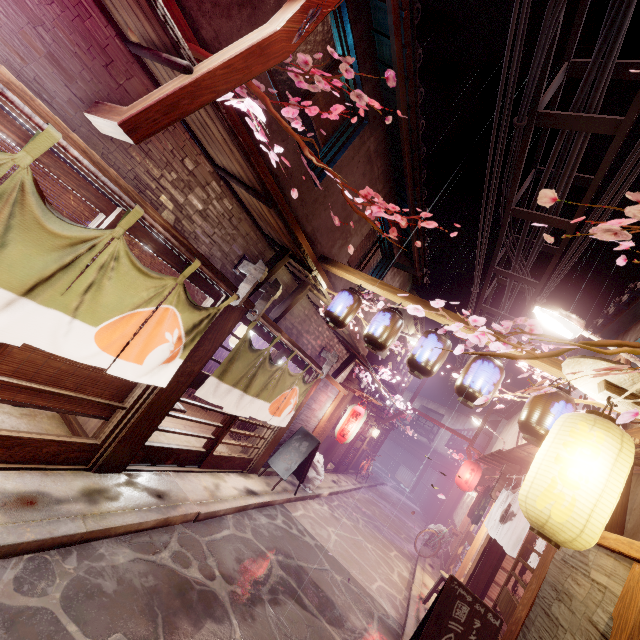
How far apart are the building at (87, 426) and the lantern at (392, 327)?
7.0m

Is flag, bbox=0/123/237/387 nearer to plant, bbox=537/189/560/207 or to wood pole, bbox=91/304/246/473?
wood pole, bbox=91/304/246/473

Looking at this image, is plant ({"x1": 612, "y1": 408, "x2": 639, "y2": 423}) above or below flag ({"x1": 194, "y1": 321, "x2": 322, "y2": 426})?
above

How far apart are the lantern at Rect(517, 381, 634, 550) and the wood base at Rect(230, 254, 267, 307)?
6.8 meters

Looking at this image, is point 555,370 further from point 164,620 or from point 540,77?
point 164,620

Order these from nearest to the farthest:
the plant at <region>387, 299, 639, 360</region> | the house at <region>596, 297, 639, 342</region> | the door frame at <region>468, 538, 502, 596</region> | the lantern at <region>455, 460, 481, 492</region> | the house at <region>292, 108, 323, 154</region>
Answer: the plant at <region>387, 299, 639, 360</region>, the house at <region>292, 108, 323, 154</region>, the house at <region>596, 297, 639, 342</region>, the door frame at <region>468, 538, 502, 596</region>, the lantern at <region>455, 460, 481, 492</region>

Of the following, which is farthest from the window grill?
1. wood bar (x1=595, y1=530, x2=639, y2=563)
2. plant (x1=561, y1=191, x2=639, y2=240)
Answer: plant (x1=561, y1=191, x2=639, y2=240)

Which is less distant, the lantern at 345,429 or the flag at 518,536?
the flag at 518,536
